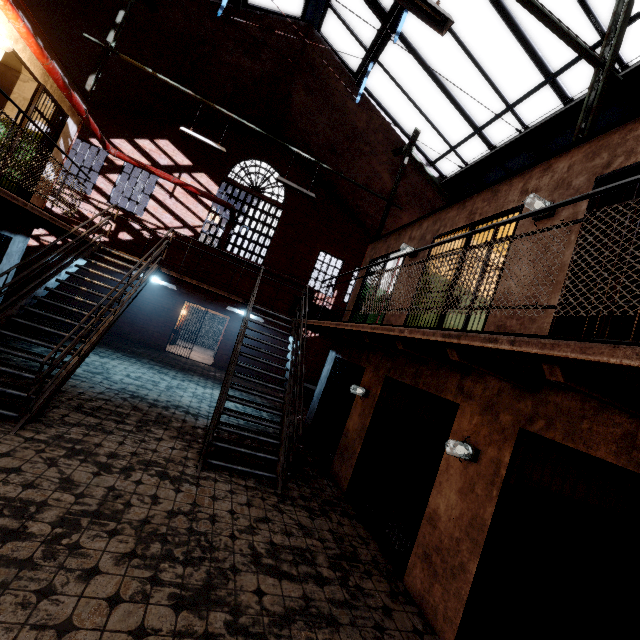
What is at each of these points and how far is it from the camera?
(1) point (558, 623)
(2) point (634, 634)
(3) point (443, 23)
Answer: (1) building, 3.9 meters
(2) building, 4.3 meters
(3) ceiling light, 3.7 meters

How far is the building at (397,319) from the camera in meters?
6.5 m

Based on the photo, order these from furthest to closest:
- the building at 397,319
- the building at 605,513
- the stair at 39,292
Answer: the building at 397,319 → the stair at 39,292 → the building at 605,513

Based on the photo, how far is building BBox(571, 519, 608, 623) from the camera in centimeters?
399cm

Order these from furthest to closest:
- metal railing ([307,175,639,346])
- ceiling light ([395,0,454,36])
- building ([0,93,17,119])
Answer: building ([0,93,17,119]) → ceiling light ([395,0,454,36]) → metal railing ([307,175,639,346])

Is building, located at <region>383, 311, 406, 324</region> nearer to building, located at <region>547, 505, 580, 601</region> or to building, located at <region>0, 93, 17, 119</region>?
building, located at <region>547, 505, 580, 601</region>

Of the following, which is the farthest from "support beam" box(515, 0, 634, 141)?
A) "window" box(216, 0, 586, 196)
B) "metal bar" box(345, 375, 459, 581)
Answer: "metal bar" box(345, 375, 459, 581)
